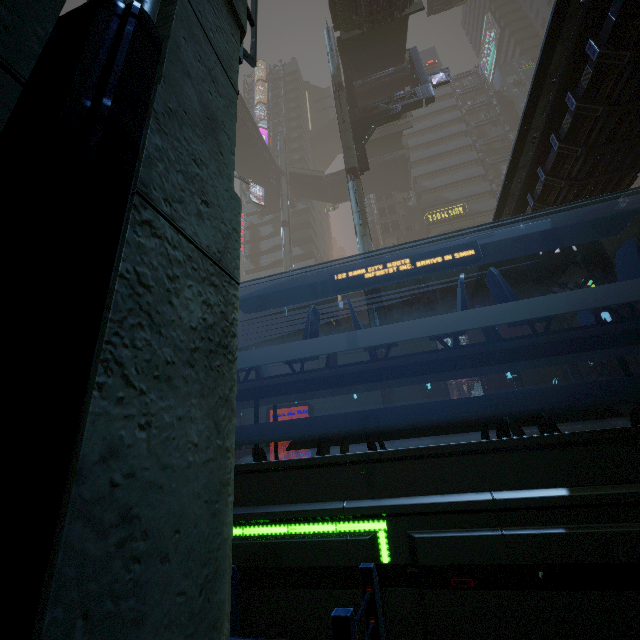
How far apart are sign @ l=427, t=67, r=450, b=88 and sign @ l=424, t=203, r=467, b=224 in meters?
20.0 m

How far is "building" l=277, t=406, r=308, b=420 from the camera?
28.6 meters

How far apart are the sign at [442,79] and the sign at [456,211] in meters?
20.0

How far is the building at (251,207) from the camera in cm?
5041

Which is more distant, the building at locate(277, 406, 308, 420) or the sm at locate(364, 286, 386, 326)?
the building at locate(277, 406, 308, 420)

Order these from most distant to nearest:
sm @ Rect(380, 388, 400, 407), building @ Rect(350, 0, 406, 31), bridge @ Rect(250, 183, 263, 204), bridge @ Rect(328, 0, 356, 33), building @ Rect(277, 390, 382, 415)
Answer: bridge @ Rect(250, 183, 263, 204), building @ Rect(277, 390, 382, 415), bridge @ Rect(328, 0, 356, 33), building @ Rect(350, 0, 406, 31), sm @ Rect(380, 388, 400, 407)

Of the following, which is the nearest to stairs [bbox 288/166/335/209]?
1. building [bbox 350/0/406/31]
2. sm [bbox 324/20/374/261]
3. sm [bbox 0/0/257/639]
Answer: building [bbox 350/0/406/31]

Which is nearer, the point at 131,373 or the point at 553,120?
the point at 131,373
